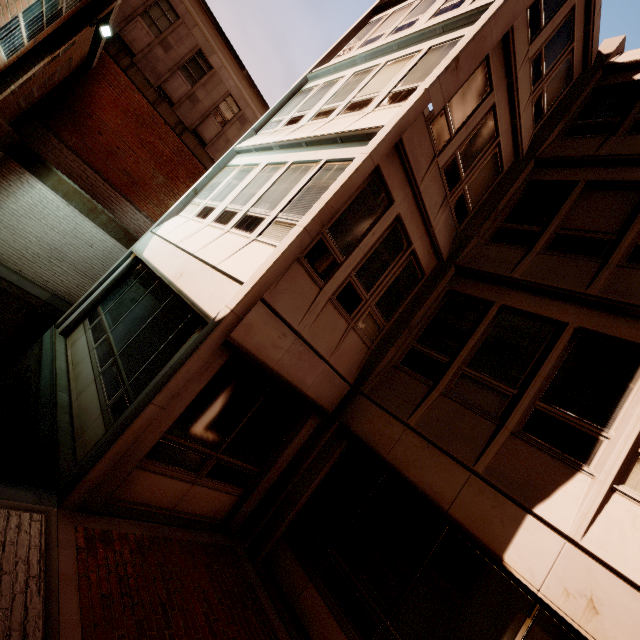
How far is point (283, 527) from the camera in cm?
632
